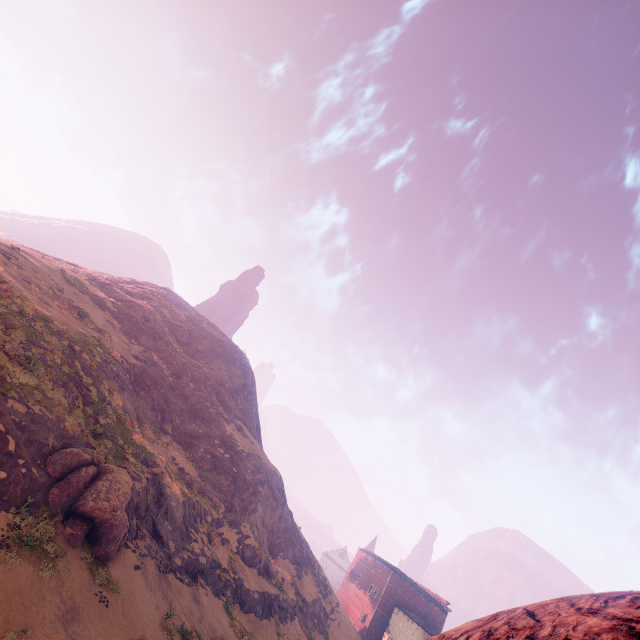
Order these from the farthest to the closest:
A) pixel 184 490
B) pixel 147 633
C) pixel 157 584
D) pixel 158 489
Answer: pixel 184 490
pixel 158 489
pixel 157 584
pixel 147 633

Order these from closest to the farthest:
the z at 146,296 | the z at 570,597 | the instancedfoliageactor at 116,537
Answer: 1. the z at 570,597
2. the z at 146,296
3. the instancedfoliageactor at 116,537

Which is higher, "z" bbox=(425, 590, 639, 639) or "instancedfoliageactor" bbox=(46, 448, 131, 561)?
"z" bbox=(425, 590, 639, 639)

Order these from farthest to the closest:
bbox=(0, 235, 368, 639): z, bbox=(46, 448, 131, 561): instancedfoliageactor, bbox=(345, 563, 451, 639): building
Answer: bbox=(345, 563, 451, 639): building
bbox=(46, 448, 131, 561): instancedfoliageactor
bbox=(0, 235, 368, 639): z

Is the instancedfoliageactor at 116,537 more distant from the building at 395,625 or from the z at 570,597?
the building at 395,625

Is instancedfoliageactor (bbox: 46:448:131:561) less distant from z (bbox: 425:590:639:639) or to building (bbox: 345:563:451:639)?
z (bbox: 425:590:639:639)

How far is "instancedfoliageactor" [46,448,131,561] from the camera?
14.9m
